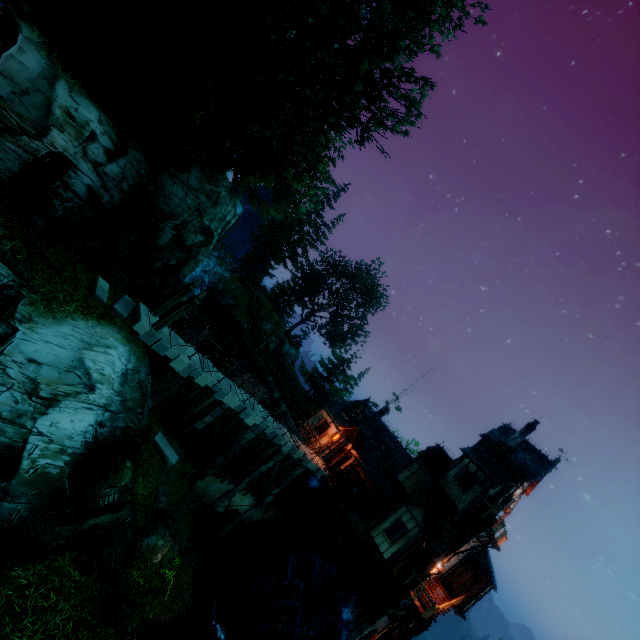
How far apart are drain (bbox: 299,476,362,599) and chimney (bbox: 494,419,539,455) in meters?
12.7

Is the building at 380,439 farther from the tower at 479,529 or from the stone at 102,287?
the stone at 102,287

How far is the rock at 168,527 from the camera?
12.45m

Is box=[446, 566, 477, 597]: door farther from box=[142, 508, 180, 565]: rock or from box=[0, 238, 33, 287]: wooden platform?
box=[0, 238, 33, 287]: wooden platform

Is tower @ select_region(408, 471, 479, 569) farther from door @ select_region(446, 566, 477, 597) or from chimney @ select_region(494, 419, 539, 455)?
chimney @ select_region(494, 419, 539, 455)

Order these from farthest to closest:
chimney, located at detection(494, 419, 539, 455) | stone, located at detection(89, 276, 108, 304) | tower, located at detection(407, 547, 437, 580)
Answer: chimney, located at detection(494, 419, 539, 455)
tower, located at detection(407, 547, 437, 580)
stone, located at detection(89, 276, 108, 304)

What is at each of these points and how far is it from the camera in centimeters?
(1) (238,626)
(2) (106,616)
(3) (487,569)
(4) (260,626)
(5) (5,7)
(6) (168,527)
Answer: (1) piling, 1811cm
(2) bush, 851cm
(3) building, 2197cm
(4) water wheel, 1920cm
(5) building, 780cm
(6) rock, 1305cm

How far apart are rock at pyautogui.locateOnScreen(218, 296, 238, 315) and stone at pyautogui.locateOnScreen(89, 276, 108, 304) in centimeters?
2727cm
